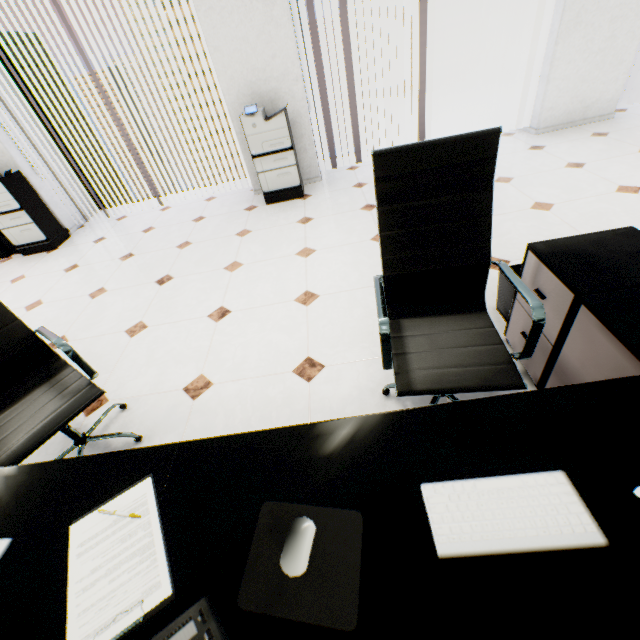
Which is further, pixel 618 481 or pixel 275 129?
pixel 275 129

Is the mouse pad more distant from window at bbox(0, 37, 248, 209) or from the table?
window at bbox(0, 37, 248, 209)

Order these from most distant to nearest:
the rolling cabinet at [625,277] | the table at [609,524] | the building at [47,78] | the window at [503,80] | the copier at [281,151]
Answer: the building at [47,78]
the window at [503,80]
the copier at [281,151]
the rolling cabinet at [625,277]
the table at [609,524]

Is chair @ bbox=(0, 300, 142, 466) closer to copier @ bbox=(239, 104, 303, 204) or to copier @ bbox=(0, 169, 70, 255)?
copier @ bbox=(239, 104, 303, 204)

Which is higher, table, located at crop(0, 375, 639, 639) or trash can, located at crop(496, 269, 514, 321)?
table, located at crop(0, 375, 639, 639)

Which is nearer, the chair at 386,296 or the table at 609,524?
the table at 609,524

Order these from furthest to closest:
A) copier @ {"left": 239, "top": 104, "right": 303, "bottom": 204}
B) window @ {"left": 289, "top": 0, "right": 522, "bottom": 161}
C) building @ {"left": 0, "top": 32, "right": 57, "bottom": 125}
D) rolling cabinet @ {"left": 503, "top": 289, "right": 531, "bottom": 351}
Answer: building @ {"left": 0, "top": 32, "right": 57, "bottom": 125} → window @ {"left": 289, "top": 0, "right": 522, "bottom": 161} → copier @ {"left": 239, "top": 104, "right": 303, "bottom": 204} → rolling cabinet @ {"left": 503, "top": 289, "right": 531, "bottom": 351}

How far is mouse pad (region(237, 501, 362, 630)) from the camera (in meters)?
0.61
